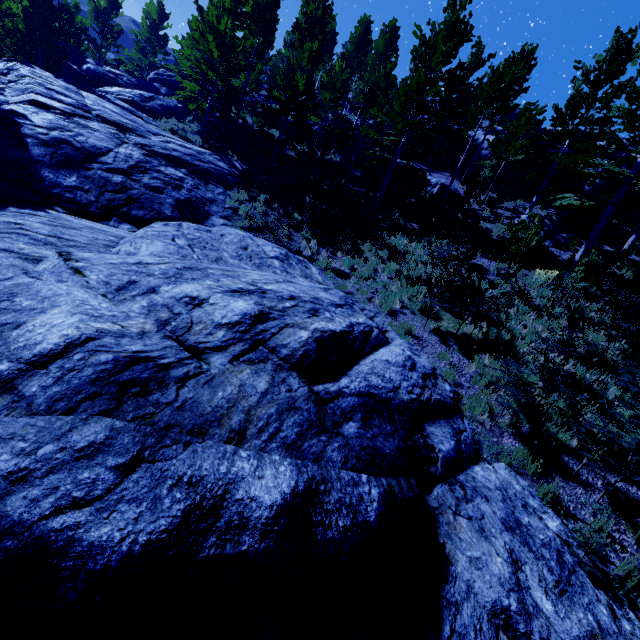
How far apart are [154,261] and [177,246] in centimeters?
224cm

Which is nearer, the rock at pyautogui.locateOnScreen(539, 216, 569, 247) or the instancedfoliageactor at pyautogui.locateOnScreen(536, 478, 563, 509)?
the instancedfoliageactor at pyautogui.locateOnScreen(536, 478, 563, 509)

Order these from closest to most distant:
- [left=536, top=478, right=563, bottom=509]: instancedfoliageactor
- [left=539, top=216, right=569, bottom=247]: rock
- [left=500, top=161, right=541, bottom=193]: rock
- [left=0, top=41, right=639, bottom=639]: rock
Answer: [left=0, top=41, right=639, bottom=639]: rock
[left=536, top=478, right=563, bottom=509]: instancedfoliageactor
[left=539, top=216, right=569, bottom=247]: rock
[left=500, top=161, right=541, bottom=193]: rock

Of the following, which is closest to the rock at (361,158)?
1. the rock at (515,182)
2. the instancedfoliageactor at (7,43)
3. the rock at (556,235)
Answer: the instancedfoliageactor at (7,43)

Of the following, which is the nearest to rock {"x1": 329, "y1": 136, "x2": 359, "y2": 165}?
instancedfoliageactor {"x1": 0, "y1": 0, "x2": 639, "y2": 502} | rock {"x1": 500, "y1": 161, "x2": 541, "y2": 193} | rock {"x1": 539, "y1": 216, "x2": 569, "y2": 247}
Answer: instancedfoliageactor {"x1": 0, "y1": 0, "x2": 639, "y2": 502}

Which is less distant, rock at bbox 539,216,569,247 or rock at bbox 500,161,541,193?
rock at bbox 539,216,569,247

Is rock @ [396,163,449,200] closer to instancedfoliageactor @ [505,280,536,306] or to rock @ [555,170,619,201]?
instancedfoliageactor @ [505,280,536,306]

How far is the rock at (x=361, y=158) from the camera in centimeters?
2177cm
